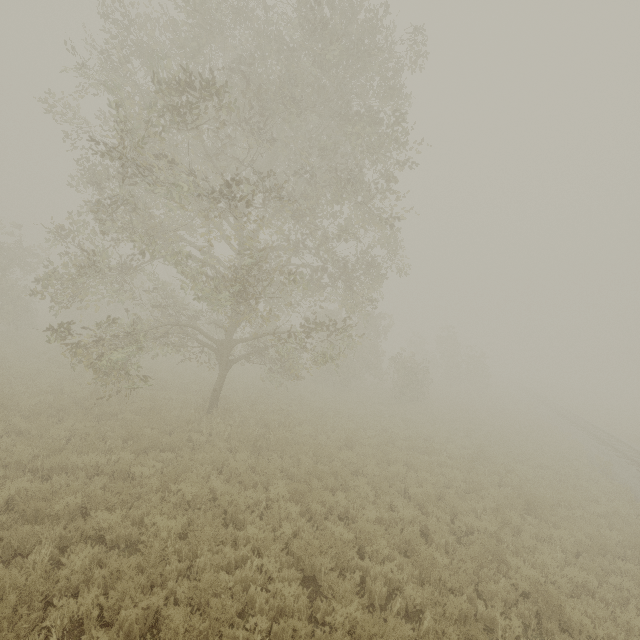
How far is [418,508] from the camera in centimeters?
996cm

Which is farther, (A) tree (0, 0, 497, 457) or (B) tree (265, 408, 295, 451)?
(B) tree (265, 408, 295, 451)

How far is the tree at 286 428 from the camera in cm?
1195

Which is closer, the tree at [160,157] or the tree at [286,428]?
the tree at [160,157]

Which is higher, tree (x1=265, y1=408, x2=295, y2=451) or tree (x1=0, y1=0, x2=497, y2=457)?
tree (x1=0, y1=0, x2=497, y2=457)

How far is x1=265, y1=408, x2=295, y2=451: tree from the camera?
11.9m
